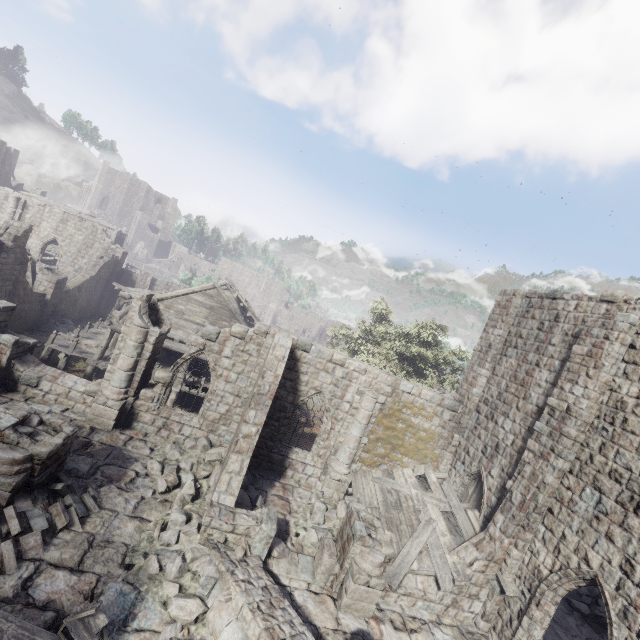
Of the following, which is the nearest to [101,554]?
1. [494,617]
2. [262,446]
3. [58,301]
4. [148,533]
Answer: [148,533]

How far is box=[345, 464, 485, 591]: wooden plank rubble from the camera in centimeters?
1059cm

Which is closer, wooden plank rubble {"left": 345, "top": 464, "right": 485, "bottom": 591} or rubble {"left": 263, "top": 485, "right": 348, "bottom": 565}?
rubble {"left": 263, "top": 485, "right": 348, "bottom": 565}

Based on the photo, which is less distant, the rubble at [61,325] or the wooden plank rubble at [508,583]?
the wooden plank rubble at [508,583]

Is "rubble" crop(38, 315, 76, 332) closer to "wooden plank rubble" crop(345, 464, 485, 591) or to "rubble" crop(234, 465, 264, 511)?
"rubble" crop(234, 465, 264, 511)

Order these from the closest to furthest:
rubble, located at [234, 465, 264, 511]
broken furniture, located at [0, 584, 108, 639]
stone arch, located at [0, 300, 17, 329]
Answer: broken furniture, located at [0, 584, 108, 639]
rubble, located at [234, 465, 264, 511]
stone arch, located at [0, 300, 17, 329]

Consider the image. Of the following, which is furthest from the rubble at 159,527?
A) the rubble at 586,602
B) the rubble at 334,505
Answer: the rubble at 586,602

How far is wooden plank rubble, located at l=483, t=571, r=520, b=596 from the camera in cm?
1002
